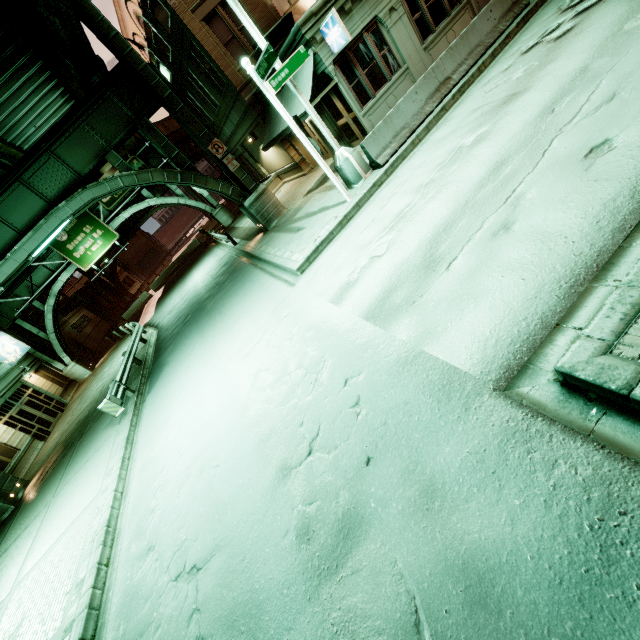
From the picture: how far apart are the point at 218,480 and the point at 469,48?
15.0m

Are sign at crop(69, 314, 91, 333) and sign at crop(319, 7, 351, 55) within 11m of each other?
no

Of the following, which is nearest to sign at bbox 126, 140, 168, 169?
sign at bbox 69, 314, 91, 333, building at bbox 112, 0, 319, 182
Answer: building at bbox 112, 0, 319, 182

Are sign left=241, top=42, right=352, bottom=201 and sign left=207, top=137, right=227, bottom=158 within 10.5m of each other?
yes

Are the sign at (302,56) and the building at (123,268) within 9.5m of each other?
no

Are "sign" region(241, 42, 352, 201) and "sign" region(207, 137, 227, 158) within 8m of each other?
yes

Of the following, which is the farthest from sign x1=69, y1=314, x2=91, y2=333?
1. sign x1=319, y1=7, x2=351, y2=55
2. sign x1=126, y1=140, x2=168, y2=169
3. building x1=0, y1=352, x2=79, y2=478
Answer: sign x1=319, y1=7, x2=351, y2=55

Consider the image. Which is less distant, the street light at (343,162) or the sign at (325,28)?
the street light at (343,162)
